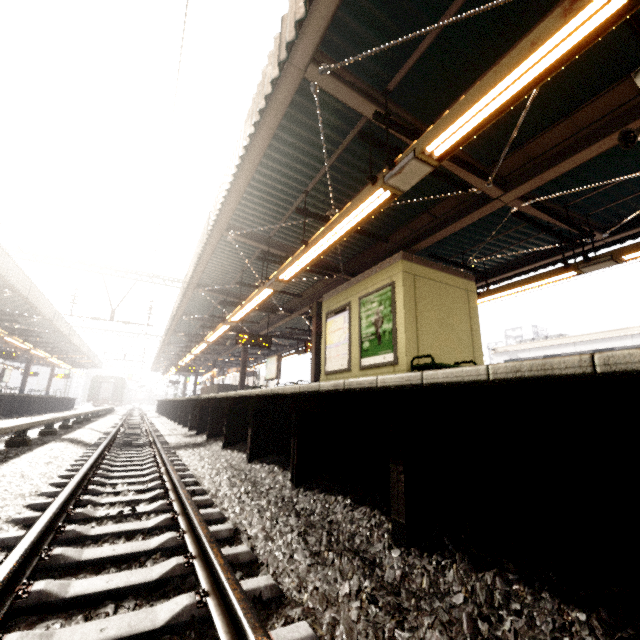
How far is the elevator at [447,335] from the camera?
6.53m

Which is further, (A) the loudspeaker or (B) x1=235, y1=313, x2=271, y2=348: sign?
(B) x1=235, y1=313, x2=271, y2=348: sign

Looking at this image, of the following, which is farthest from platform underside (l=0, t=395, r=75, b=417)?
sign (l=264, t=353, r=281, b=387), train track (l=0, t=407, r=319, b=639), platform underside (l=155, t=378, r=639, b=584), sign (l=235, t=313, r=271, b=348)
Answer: sign (l=264, t=353, r=281, b=387)

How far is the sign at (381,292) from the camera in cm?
664

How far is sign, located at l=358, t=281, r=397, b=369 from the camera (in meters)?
6.64

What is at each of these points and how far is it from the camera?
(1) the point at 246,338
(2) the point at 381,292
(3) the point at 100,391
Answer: (1) sign, 13.3m
(2) sign, 7.2m
(3) train, 43.9m

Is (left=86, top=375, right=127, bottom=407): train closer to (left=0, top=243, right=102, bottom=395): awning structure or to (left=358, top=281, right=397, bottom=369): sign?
(left=0, top=243, right=102, bottom=395): awning structure

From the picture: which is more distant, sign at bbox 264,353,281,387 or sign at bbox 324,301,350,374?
sign at bbox 264,353,281,387
